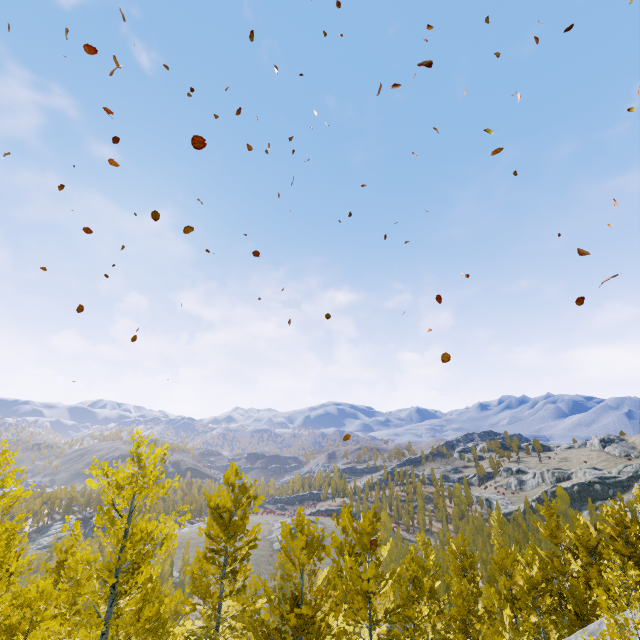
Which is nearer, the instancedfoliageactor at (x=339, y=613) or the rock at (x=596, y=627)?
the instancedfoliageactor at (x=339, y=613)

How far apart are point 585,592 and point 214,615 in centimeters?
1963cm

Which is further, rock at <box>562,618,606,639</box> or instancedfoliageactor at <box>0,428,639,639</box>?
rock at <box>562,618,606,639</box>
